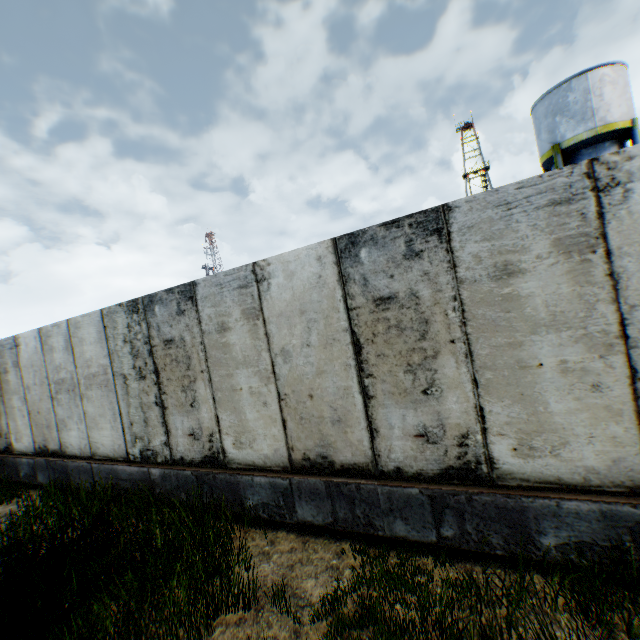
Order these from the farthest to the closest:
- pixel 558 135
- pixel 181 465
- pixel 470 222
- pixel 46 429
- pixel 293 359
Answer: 1. pixel 558 135
2. pixel 46 429
3. pixel 181 465
4. pixel 293 359
5. pixel 470 222
